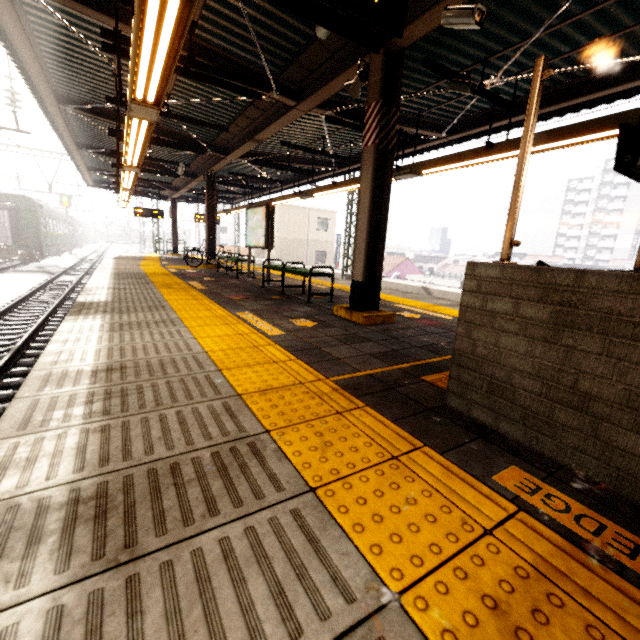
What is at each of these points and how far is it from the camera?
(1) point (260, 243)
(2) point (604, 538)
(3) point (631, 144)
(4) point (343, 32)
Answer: (1) sign, 8.4 meters
(2) ground decal, 1.2 meters
(3) sign, 3.7 meters
(4) sign, 1.7 meters

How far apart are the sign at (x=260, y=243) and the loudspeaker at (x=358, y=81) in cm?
360

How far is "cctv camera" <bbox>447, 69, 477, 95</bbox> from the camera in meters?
4.7 m

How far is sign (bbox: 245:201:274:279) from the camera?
8.03m

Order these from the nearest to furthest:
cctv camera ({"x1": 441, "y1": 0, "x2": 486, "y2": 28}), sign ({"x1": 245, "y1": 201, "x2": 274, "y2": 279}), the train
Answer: cctv camera ({"x1": 441, "y1": 0, "x2": 486, "y2": 28}) < sign ({"x1": 245, "y1": 201, "x2": 274, "y2": 279}) < the train

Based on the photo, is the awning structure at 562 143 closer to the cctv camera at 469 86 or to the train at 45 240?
the cctv camera at 469 86

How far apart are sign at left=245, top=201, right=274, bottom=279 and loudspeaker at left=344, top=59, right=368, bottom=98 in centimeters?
360cm

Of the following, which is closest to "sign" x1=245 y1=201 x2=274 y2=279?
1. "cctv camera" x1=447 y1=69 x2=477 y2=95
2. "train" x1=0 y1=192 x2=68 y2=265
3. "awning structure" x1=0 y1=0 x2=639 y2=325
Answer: "awning structure" x1=0 y1=0 x2=639 y2=325
